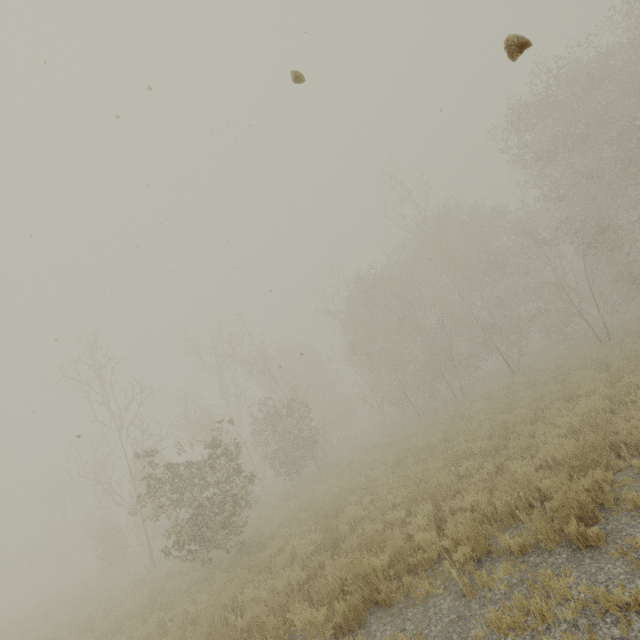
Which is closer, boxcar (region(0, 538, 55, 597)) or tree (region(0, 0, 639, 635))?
tree (region(0, 0, 639, 635))

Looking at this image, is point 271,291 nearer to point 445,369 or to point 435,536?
point 435,536

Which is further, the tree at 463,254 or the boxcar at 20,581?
the boxcar at 20,581
